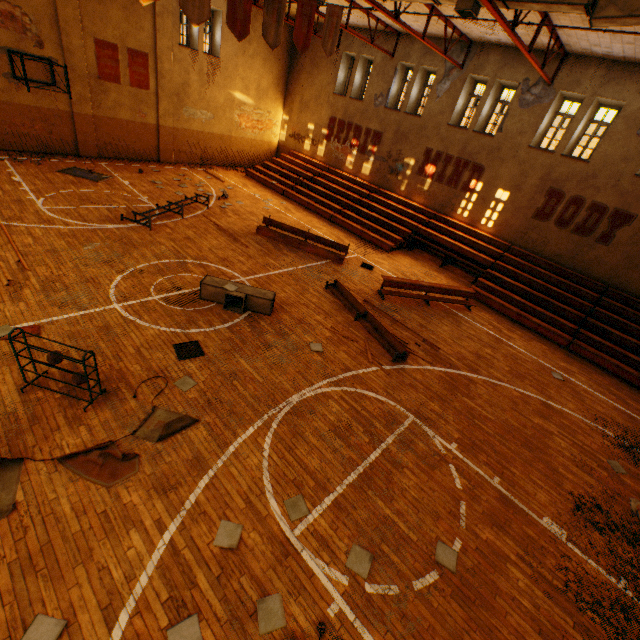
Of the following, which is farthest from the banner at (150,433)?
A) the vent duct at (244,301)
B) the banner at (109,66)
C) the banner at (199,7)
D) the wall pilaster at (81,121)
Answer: the banner at (109,66)

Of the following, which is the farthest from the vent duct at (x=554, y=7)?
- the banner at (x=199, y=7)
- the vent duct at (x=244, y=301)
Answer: the vent duct at (x=244, y=301)

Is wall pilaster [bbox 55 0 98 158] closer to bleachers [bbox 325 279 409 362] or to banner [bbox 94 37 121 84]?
banner [bbox 94 37 121 84]

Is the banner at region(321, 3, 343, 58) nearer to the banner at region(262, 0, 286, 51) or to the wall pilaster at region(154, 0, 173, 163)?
the banner at region(262, 0, 286, 51)

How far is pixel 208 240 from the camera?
12.09m

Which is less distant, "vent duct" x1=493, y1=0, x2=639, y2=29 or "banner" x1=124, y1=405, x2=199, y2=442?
"banner" x1=124, y1=405, x2=199, y2=442

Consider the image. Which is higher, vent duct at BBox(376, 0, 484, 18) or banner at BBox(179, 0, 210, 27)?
vent duct at BBox(376, 0, 484, 18)

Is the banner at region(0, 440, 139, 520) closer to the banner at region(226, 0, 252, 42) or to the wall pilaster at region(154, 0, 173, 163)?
the banner at region(226, 0, 252, 42)
